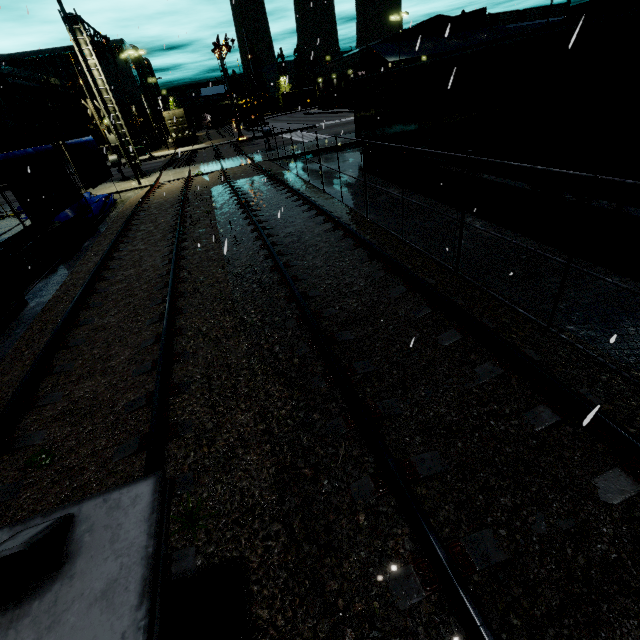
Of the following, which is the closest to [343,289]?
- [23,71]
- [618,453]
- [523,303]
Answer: [523,303]

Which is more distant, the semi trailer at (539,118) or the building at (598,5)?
the building at (598,5)

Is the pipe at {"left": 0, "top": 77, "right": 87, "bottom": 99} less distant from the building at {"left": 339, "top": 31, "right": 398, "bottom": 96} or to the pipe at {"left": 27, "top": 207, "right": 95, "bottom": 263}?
the building at {"left": 339, "top": 31, "right": 398, "bottom": 96}

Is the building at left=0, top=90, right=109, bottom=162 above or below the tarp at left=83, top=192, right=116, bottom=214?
above

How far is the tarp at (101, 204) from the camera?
15.8m

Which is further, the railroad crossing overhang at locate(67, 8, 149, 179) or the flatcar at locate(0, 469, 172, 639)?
the railroad crossing overhang at locate(67, 8, 149, 179)

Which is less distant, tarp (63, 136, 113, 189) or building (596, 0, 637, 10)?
tarp (63, 136, 113, 189)

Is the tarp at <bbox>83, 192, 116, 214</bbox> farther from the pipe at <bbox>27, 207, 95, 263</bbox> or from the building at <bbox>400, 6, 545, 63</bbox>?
the building at <bbox>400, 6, 545, 63</bbox>
